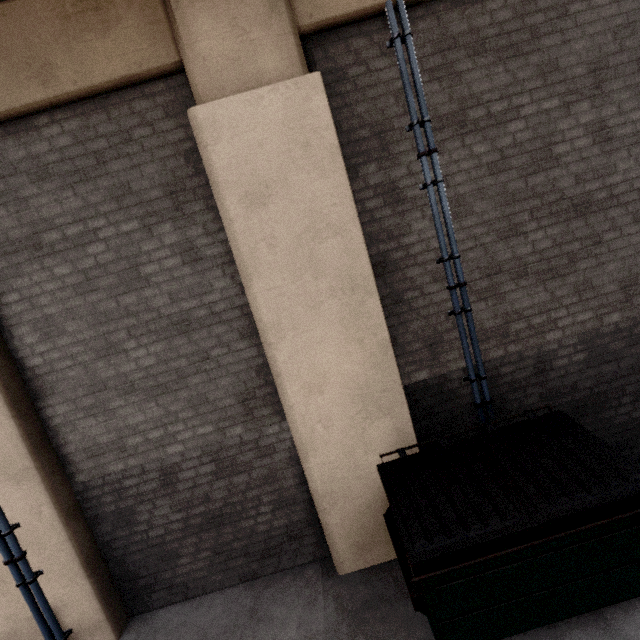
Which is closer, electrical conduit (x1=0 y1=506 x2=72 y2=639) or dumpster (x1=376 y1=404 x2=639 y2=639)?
dumpster (x1=376 y1=404 x2=639 y2=639)

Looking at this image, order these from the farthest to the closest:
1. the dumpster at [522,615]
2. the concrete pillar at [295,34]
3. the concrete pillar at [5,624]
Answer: the concrete pillar at [5,624]
the concrete pillar at [295,34]
the dumpster at [522,615]

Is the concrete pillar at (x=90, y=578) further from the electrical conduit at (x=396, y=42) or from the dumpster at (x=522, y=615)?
the electrical conduit at (x=396, y=42)

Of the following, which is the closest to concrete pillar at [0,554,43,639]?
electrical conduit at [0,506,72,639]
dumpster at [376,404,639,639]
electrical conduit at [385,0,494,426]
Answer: electrical conduit at [0,506,72,639]

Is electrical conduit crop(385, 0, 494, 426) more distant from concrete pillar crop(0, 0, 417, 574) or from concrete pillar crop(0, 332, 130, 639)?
concrete pillar crop(0, 332, 130, 639)

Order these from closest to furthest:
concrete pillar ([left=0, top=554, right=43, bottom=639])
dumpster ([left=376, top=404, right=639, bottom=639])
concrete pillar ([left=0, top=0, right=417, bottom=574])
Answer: dumpster ([left=376, top=404, right=639, bottom=639]) < concrete pillar ([left=0, top=0, right=417, bottom=574]) < concrete pillar ([left=0, top=554, right=43, bottom=639])

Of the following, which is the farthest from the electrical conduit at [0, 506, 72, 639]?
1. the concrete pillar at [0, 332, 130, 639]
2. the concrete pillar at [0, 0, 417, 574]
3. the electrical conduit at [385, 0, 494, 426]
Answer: the electrical conduit at [385, 0, 494, 426]

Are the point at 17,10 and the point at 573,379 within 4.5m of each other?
no
